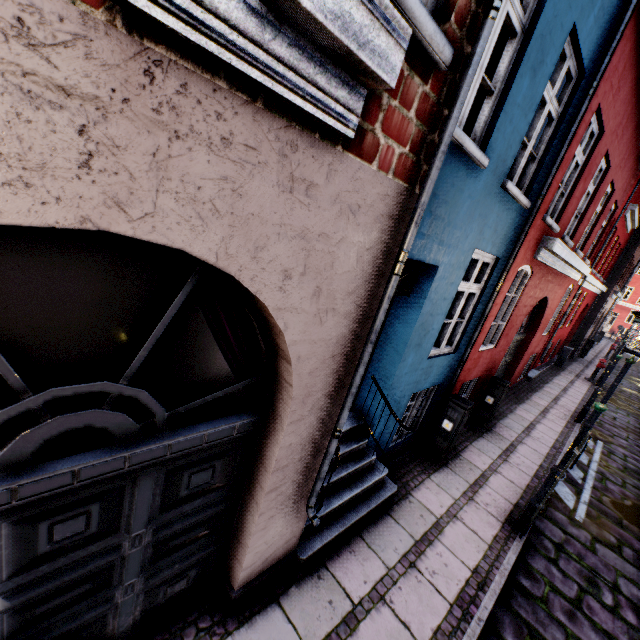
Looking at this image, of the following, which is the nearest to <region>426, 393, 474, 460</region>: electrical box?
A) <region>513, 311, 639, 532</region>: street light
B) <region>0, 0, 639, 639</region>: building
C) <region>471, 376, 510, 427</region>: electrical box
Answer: <region>0, 0, 639, 639</region>: building

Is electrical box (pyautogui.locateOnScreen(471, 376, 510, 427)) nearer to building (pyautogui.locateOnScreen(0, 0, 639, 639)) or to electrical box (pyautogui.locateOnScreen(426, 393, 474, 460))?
building (pyautogui.locateOnScreen(0, 0, 639, 639))

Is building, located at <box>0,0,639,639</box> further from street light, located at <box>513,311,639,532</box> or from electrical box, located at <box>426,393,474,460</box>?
street light, located at <box>513,311,639,532</box>

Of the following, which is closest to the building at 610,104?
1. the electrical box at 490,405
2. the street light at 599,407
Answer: the electrical box at 490,405

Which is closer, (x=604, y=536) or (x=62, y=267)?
(x=62, y=267)

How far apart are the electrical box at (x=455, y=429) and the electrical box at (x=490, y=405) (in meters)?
2.09

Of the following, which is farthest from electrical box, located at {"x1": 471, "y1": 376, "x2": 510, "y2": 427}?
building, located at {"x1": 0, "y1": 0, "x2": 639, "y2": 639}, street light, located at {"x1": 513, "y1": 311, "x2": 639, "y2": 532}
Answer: street light, located at {"x1": 513, "y1": 311, "x2": 639, "y2": 532}
